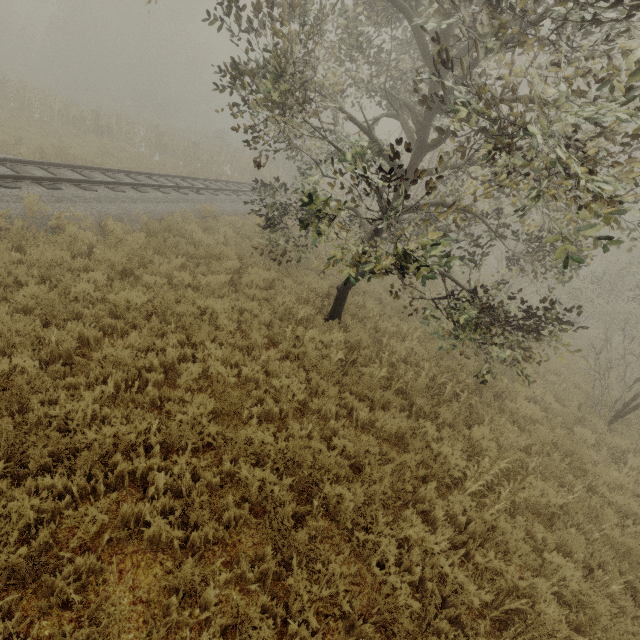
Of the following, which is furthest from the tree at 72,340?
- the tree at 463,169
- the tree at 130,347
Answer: the tree at 463,169

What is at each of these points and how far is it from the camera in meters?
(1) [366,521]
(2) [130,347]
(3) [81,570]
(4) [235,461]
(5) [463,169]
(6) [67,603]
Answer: (1) tree, 4.3 m
(2) tree, 5.5 m
(3) tree, 3.0 m
(4) tree, 4.5 m
(5) tree, 7.4 m
(6) tree, 2.9 m

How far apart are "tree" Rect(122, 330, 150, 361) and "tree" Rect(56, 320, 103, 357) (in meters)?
0.43

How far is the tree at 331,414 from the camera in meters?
5.8 m

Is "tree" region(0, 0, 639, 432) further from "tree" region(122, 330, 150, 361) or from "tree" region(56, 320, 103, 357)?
"tree" region(56, 320, 103, 357)

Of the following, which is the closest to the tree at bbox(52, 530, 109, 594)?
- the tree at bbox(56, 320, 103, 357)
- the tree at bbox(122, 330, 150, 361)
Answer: the tree at bbox(122, 330, 150, 361)

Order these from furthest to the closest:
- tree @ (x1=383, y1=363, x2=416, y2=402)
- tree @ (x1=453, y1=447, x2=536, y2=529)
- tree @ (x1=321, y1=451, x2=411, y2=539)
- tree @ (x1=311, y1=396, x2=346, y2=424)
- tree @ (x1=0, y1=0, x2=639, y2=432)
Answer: Answer:
1. tree @ (x1=383, y1=363, x2=416, y2=402)
2. tree @ (x1=311, y1=396, x2=346, y2=424)
3. tree @ (x1=453, y1=447, x2=536, y2=529)
4. tree @ (x1=321, y1=451, x2=411, y2=539)
5. tree @ (x1=0, y1=0, x2=639, y2=432)
